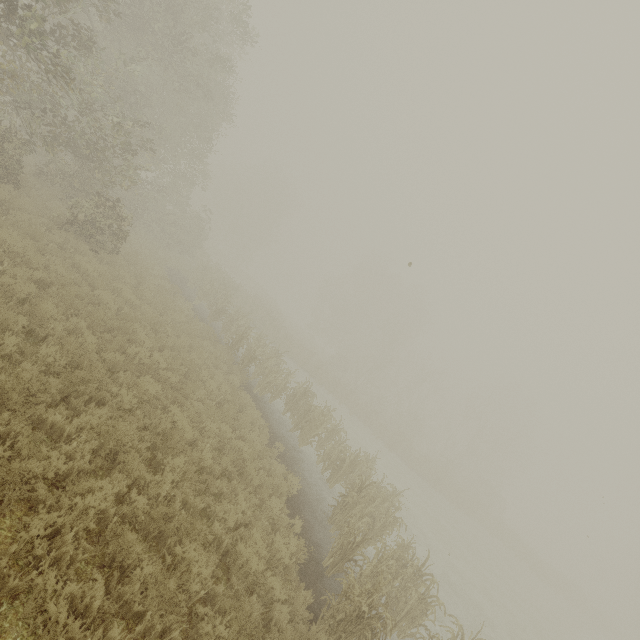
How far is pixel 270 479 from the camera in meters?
8.9
